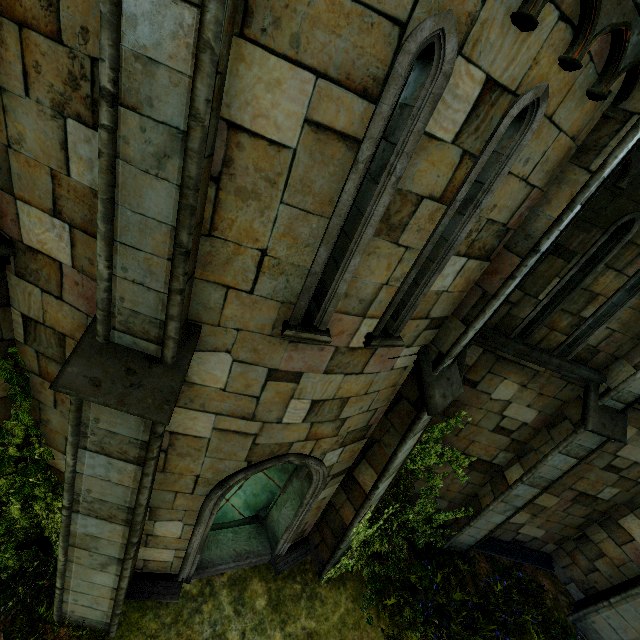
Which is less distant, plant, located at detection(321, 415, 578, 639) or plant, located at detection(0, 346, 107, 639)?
plant, located at detection(0, 346, 107, 639)

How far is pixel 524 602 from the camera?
8.07m

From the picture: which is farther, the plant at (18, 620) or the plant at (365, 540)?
the plant at (365, 540)
